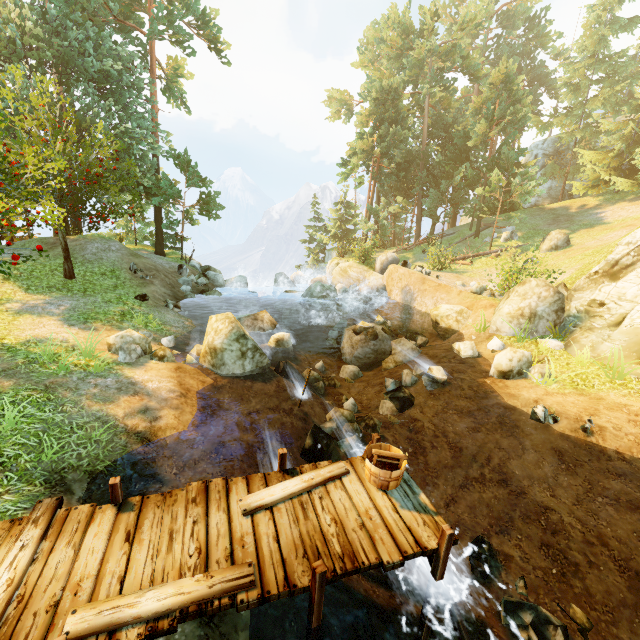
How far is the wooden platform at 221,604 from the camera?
3.4 meters

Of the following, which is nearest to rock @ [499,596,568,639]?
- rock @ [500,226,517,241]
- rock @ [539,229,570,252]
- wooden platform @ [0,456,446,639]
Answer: wooden platform @ [0,456,446,639]

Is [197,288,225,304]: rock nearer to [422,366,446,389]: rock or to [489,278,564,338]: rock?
[422,366,446,389]: rock

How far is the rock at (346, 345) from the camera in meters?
14.2

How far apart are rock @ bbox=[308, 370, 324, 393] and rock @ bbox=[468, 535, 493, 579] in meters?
6.9 m

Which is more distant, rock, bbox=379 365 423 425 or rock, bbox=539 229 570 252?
rock, bbox=539 229 570 252

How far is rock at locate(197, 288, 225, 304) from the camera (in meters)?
19.61

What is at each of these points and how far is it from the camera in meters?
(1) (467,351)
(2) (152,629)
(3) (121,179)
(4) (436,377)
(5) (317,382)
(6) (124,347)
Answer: (1) rock, 12.8
(2) wooden platform, 3.2
(3) tree, 13.9
(4) rock, 10.6
(5) rock, 13.0
(6) rock, 9.1
